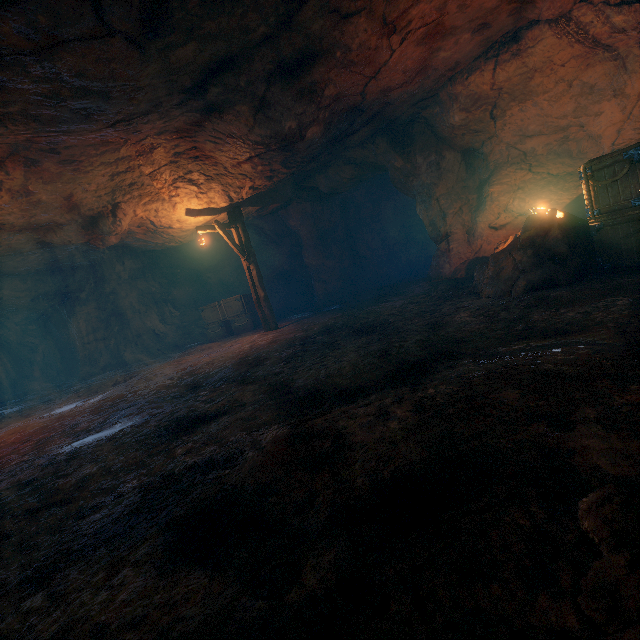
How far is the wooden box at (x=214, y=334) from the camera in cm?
1462

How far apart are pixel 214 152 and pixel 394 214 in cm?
1241

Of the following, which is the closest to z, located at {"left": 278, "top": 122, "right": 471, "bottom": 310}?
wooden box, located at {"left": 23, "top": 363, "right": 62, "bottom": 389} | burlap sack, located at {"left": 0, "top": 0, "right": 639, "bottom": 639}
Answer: burlap sack, located at {"left": 0, "top": 0, "right": 639, "bottom": 639}

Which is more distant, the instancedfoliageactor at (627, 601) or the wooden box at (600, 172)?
the wooden box at (600, 172)

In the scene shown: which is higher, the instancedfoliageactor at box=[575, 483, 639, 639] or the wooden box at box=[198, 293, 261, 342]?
the wooden box at box=[198, 293, 261, 342]

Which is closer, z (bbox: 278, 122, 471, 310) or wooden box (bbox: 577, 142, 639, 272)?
wooden box (bbox: 577, 142, 639, 272)

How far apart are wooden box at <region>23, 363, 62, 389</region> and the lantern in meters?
16.7 m

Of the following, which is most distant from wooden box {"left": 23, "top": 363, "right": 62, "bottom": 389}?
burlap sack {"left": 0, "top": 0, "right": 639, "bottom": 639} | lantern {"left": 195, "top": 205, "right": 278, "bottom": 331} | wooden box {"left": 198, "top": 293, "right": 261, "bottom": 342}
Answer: lantern {"left": 195, "top": 205, "right": 278, "bottom": 331}
